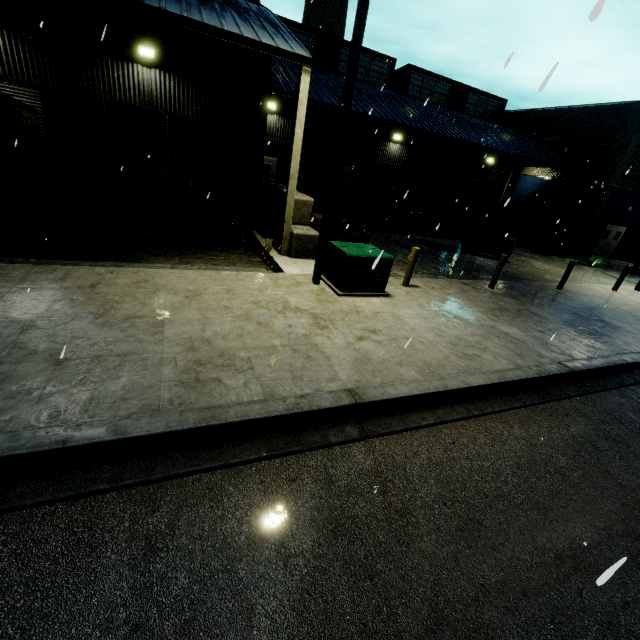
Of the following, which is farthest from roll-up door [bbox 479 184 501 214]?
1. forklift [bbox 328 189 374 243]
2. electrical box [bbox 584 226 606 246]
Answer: forklift [bbox 328 189 374 243]

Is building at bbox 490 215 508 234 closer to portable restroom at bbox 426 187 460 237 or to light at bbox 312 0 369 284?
portable restroom at bbox 426 187 460 237

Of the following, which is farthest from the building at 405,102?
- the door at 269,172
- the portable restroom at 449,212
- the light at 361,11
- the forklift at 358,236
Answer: the light at 361,11

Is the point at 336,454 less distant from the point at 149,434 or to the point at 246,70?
the point at 149,434

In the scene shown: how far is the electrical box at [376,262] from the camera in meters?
7.9 m

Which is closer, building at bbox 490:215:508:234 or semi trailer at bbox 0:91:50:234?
semi trailer at bbox 0:91:50:234

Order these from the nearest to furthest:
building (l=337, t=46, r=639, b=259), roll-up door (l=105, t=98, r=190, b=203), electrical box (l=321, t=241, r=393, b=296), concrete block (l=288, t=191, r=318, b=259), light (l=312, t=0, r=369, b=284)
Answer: light (l=312, t=0, r=369, b=284) → electrical box (l=321, t=241, r=393, b=296) → concrete block (l=288, t=191, r=318, b=259) → roll-up door (l=105, t=98, r=190, b=203) → building (l=337, t=46, r=639, b=259)

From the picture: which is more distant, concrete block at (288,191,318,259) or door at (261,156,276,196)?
door at (261,156,276,196)
